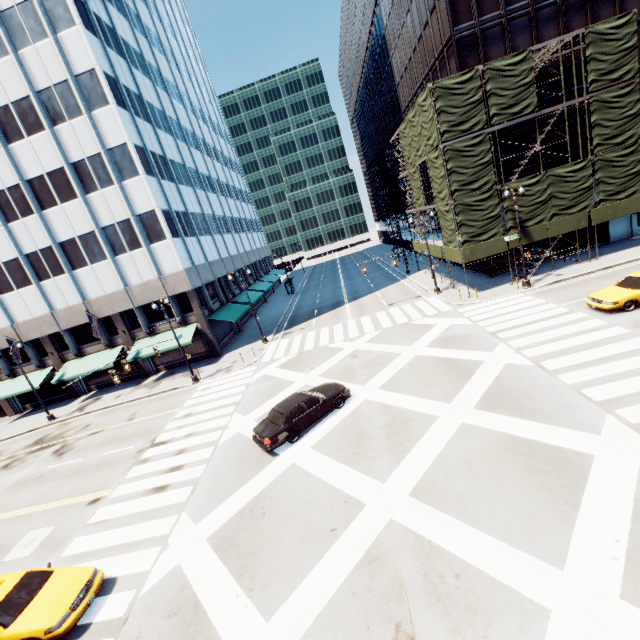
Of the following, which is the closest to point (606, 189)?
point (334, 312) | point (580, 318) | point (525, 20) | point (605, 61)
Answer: point (605, 61)

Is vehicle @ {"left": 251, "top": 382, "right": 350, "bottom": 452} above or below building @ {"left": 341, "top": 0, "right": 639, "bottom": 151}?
below

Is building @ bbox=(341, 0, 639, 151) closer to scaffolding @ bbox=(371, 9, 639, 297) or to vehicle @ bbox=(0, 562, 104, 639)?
scaffolding @ bbox=(371, 9, 639, 297)

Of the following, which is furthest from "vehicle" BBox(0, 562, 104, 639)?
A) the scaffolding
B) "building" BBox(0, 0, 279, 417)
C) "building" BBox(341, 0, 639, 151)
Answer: "building" BBox(341, 0, 639, 151)

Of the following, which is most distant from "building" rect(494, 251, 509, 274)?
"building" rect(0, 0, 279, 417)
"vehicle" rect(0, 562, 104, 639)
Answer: "vehicle" rect(0, 562, 104, 639)

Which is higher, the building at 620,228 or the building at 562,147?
the building at 562,147

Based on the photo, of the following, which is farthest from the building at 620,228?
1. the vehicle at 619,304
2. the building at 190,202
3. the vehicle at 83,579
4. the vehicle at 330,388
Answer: the vehicle at 83,579

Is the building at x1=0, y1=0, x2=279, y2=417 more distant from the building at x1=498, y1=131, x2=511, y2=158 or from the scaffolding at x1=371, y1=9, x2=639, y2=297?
the building at x1=498, y1=131, x2=511, y2=158
